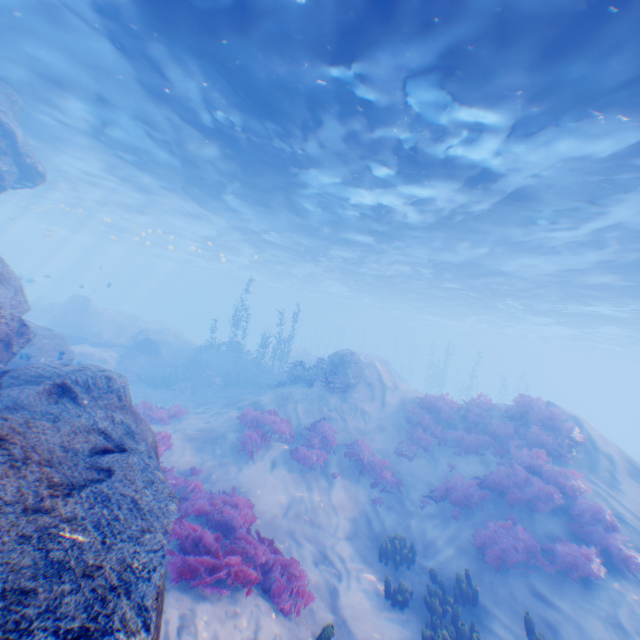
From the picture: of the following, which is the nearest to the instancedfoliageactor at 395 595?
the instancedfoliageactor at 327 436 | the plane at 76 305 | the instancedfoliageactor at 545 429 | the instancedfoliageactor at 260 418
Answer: the instancedfoliageactor at 327 436

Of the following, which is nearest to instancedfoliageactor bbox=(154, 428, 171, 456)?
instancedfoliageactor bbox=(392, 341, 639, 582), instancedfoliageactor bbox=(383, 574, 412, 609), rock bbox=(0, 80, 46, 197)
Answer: rock bbox=(0, 80, 46, 197)

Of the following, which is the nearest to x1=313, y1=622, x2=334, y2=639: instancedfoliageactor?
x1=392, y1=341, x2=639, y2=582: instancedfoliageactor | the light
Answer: the light

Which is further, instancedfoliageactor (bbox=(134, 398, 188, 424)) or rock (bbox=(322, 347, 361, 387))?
rock (bbox=(322, 347, 361, 387))

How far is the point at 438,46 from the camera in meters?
7.8 m

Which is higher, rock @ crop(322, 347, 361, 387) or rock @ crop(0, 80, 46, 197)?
rock @ crop(0, 80, 46, 197)

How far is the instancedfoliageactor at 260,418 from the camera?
12.62m

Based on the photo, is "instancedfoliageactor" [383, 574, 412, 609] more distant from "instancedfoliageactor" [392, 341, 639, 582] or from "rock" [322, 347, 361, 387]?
"instancedfoliageactor" [392, 341, 639, 582]
